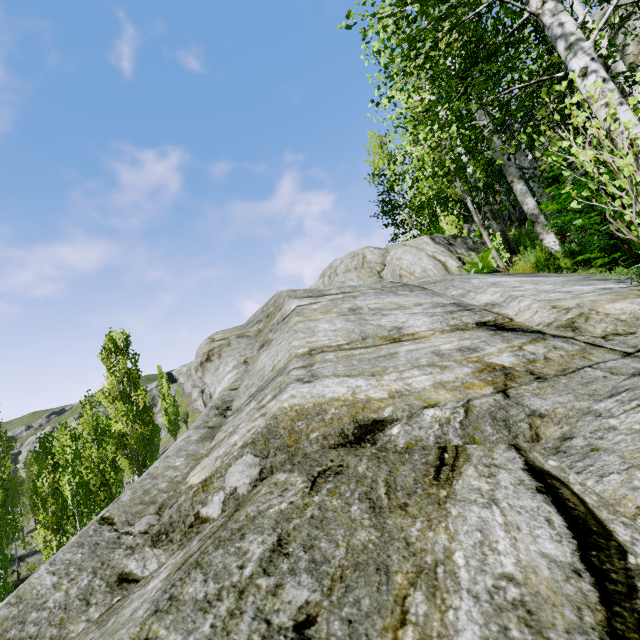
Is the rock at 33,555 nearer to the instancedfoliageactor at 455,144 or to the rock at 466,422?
the instancedfoliageactor at 455,144

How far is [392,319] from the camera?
3.10m

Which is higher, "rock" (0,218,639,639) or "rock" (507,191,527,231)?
"rock" (507,191,527,231)

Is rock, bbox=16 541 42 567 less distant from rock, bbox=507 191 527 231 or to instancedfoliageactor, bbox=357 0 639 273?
instancedfoliageactor, bbox=357 0 639 273

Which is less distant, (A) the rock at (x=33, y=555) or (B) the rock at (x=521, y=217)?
(B) the rock at (x=521, y=217)

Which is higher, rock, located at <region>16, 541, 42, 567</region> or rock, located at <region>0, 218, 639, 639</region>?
rock, located at <region>0, 218, 639, 639</region>

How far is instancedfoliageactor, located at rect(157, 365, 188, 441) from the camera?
41.4m

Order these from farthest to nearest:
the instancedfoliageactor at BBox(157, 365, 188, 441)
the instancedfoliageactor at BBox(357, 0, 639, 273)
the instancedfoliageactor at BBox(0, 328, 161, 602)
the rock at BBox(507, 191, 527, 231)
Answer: the instancedfoliageactor at BBox(157, 365, 188, 441), the instancedfoliageactor at BBox(0, 328, 161, 602), the rock at BBox(507, 191, 527, 231), the instancedfoliageactor at BBox(357, 0, 639, 273)
